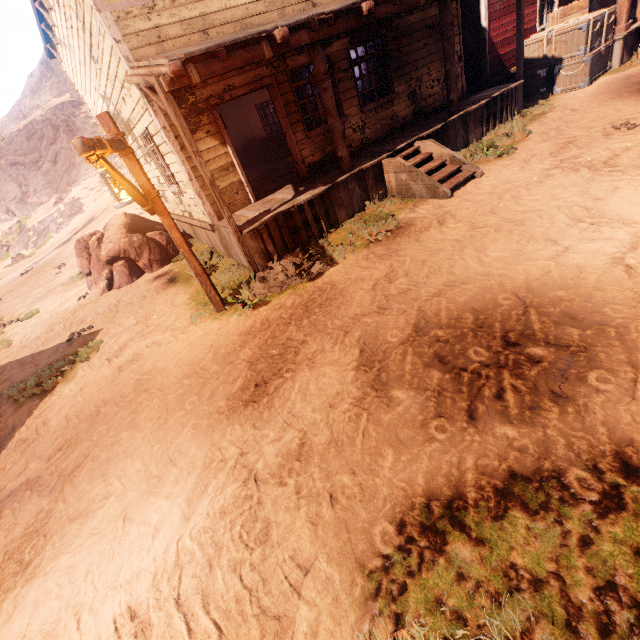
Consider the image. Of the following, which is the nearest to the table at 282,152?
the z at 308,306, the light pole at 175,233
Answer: the z at 308,306

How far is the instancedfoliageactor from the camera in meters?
9.7 m

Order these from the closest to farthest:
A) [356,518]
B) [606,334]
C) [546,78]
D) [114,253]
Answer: [356,518] < [606,334] < [114,253] < [546,78]

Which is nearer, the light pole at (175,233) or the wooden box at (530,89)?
the light pole at (175,233)

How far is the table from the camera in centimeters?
1336cm

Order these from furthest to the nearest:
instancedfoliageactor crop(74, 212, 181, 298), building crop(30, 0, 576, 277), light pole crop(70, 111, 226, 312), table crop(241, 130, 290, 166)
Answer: table crop(241, 130, 290, 166), instancedfoliageactor crop(74, 212, 181, 298), building crop(30, 0, 576, 277), light pole crop(70, 111, 226, 312)

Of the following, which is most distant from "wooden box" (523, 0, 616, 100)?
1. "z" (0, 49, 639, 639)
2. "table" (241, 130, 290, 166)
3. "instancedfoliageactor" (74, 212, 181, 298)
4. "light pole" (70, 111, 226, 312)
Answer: "instancedfoliageactor" (74, 212, 181, 298)
